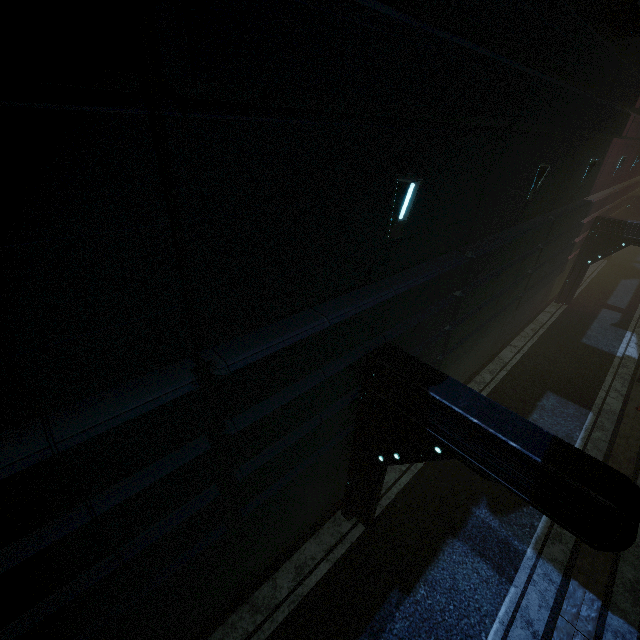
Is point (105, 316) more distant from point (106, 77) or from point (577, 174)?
point (577, 174)
